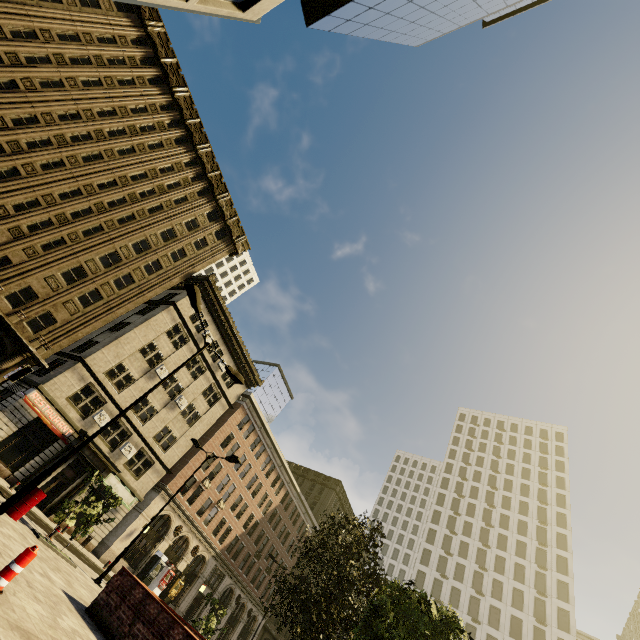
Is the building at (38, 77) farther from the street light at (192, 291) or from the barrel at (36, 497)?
the barrel at (36, 497)

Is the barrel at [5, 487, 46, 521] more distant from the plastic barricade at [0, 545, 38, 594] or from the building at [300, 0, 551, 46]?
the building at [300, 0, 551, 46]

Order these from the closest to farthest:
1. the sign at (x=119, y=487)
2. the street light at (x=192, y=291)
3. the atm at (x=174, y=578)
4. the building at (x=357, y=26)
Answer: the street light at (x=192, y=291), the building at (x=357, y=26), the sign at (x=119, y=487), the atm at (x=174, y=578)

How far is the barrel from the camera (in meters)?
12.59

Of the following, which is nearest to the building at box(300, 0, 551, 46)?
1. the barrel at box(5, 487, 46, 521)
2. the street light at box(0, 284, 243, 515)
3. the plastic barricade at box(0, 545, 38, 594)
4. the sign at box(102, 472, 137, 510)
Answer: the sign at box(102, 472, 137, 510)

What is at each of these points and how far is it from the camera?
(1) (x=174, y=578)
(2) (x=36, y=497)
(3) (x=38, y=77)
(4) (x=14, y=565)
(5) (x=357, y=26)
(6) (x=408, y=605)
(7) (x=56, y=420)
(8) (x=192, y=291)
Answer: (1) atm, 32.4m
(2) barrel, 13.1m
(3) building, 22.8m
(4) plastic barricade, 5.9m
(5) building, 23.8m
(6) tree, 10.3m
(7) sign, 24.2m
(8) street light, 11.7m

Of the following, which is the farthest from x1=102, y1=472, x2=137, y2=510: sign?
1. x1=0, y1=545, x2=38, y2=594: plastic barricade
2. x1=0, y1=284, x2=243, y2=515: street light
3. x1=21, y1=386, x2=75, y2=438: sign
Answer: x1=0, y1=545, x2=38, y2=594: plastic barricade

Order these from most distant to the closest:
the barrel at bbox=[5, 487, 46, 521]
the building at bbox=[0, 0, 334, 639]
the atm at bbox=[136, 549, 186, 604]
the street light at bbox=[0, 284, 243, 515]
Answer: the atm at bbox=[136, 549, 186, 604] → the building at bbox=[0, 0, 334, 639] → the barrel at bbox=[5, 487, 46, 521] → the street light at bbox=[0, 284, 243, 515]
